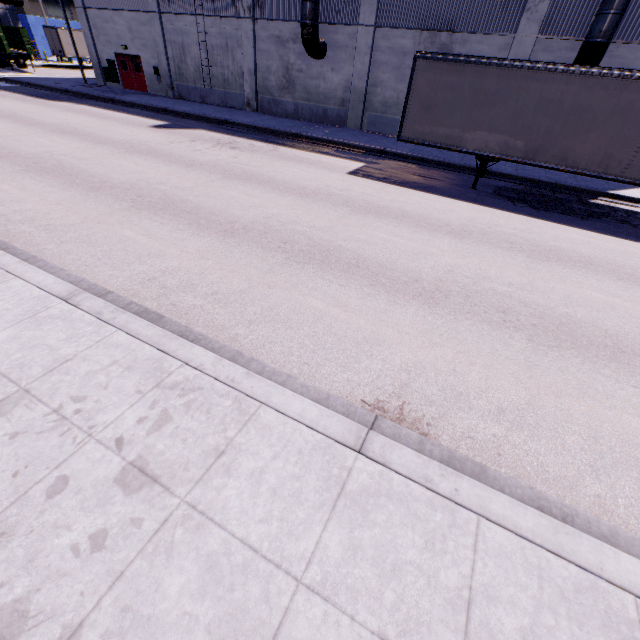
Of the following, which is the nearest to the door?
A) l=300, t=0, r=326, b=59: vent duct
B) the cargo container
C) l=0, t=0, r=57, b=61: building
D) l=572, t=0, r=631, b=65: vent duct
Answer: l=0, t=0, r=57, b=61: building

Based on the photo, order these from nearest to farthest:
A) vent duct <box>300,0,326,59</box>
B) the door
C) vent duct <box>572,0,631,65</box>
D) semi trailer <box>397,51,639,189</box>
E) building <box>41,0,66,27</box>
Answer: semi trailer <box>397,51,639,189</box>, vent duct <box>572,0,631,65</box>, vent duct <box>300,0,326,59</box>, the door, building <box>41,0,66,27</box>

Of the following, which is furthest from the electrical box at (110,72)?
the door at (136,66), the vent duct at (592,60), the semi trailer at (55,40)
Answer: the vent duct at (592,60)

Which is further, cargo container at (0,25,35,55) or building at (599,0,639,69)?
cargo container at (0,25,35,55)

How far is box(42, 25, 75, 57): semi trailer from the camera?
38.41m

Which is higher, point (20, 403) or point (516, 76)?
point (516, 76)

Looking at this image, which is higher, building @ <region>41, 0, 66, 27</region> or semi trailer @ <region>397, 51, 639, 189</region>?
building @ <region>41, 0, 66, 27</region>

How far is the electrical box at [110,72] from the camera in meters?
26.3
